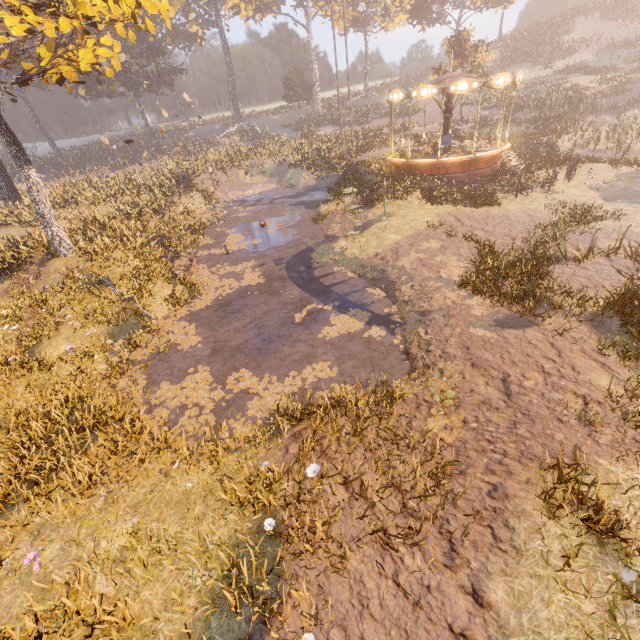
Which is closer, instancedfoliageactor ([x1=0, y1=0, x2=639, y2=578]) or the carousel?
instancedfoliageactor ([x1=0, y1=0, x2=639, y2=578])

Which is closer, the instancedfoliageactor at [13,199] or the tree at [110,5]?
the tree at [110,5]

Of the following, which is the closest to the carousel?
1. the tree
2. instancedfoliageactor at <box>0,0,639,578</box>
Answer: instancedfoliageactor at <box>0,0,639,578</box>

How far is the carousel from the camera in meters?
17.4

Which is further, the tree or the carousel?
the carousel

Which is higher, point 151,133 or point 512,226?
point 151,133

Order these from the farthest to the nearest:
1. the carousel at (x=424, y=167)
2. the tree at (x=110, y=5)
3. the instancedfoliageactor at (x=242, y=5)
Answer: the carousel at (x=424, y=167) < the tree at (x=110, y=5) < the instancedfoliageactor at (x=242, y=5)

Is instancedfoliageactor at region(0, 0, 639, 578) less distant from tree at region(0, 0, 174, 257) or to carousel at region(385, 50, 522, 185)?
carousel at region(385, 50, 522, 185)
